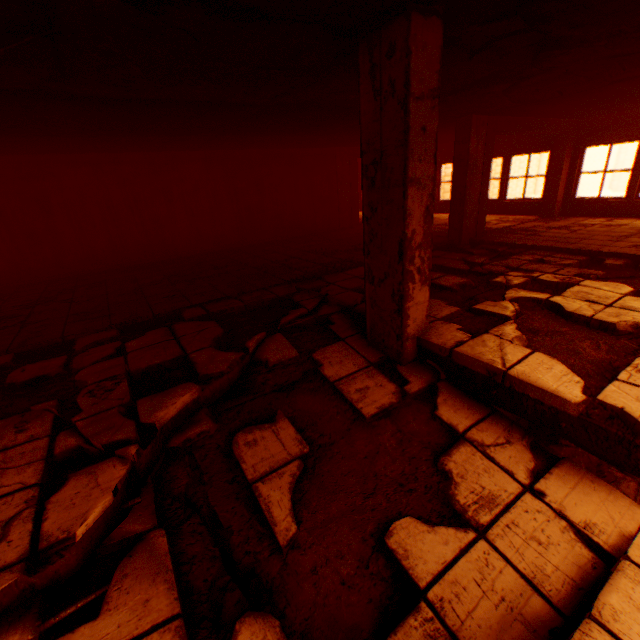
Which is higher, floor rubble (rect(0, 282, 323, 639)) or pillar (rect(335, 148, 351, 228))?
pillar (rect(335, 148, 351, 228))

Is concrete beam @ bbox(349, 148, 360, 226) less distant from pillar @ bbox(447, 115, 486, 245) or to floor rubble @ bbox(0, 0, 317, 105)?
pillar @ bbox(447, 115, 486, 245)

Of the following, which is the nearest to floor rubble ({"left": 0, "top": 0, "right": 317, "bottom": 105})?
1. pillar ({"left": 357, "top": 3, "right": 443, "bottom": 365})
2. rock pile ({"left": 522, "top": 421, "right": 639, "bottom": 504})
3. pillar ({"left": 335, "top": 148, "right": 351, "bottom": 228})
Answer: pillar ({"left": 357, "top": 3, "right": 443, "bottom": 365})

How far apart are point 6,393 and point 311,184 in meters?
9.6

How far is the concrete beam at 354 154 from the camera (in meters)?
11.25

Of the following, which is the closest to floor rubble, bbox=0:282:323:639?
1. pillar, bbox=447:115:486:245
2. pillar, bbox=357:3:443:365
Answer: pillar, bbox=357:3:443:365

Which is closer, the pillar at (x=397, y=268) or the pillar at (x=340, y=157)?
the pillar at (x=397, y=268)

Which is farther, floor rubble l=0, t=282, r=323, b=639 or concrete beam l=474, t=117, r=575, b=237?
concrete beam l=474, t=117, r=575, b=237
